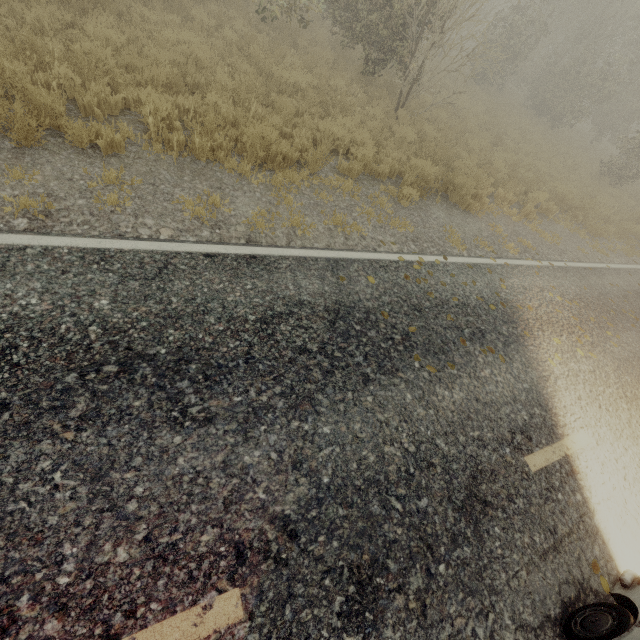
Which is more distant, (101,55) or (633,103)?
(633,103)

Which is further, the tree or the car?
the tree

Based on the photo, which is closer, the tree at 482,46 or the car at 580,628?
the car at 580,628

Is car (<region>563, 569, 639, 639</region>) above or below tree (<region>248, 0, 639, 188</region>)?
below

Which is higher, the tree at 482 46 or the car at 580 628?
the tree at 482 46
